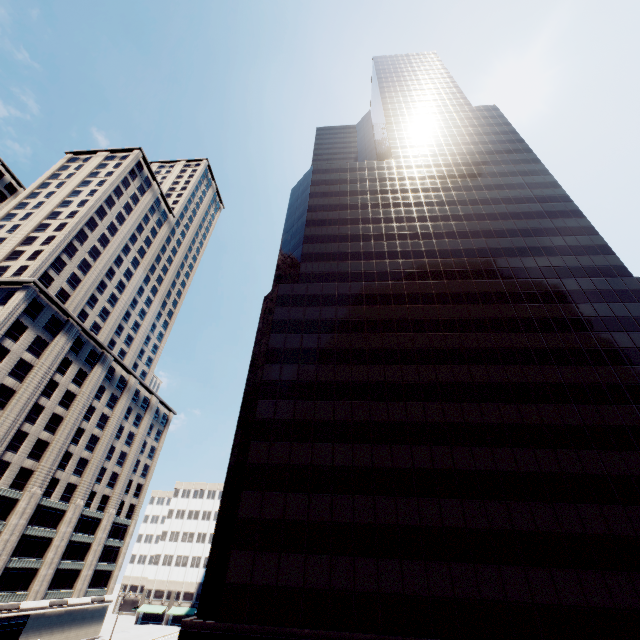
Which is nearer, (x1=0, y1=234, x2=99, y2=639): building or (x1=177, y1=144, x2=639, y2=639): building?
(x1=177, y1=144, x2=639, y2=639): building

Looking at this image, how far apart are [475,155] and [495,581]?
62.7 meters

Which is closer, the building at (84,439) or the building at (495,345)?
the building at (495,345)
